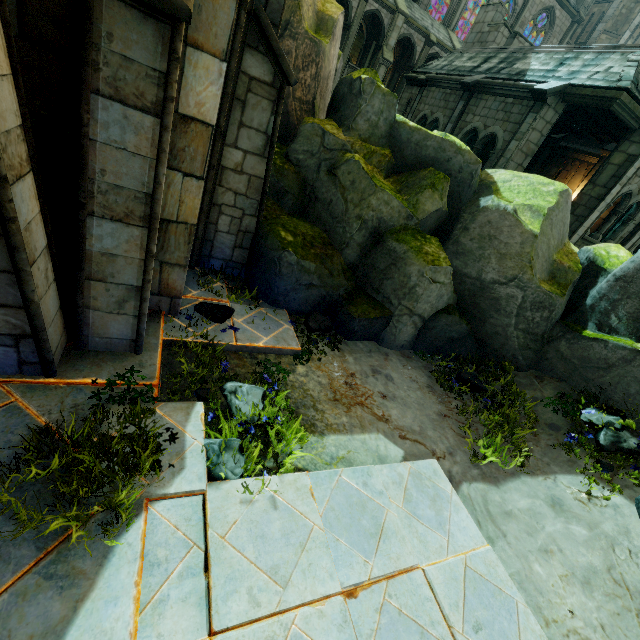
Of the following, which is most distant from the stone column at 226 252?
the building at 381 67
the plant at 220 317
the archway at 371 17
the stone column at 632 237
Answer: the archway at 371 17

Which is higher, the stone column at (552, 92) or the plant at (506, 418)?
the stone column at (552, 92)

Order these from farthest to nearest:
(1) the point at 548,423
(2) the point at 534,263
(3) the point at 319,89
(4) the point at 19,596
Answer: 1. (3) the point at 319,89
2. (2) the point at 534,263
3. (1) the point at 548,423
4. (4) the point at 19,596

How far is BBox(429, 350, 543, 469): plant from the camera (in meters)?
5.16

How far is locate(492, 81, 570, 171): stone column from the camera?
10.5m

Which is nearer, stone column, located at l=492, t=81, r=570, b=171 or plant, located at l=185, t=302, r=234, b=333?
plant, located at l=185, t=302, r=234, b=333

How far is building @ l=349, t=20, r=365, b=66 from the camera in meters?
25.6

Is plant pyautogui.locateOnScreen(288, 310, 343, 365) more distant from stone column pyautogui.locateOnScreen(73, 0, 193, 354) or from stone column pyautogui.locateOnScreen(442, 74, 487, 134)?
stone column pyautogui.locateOnScreen(442, 74, 487, 134)
